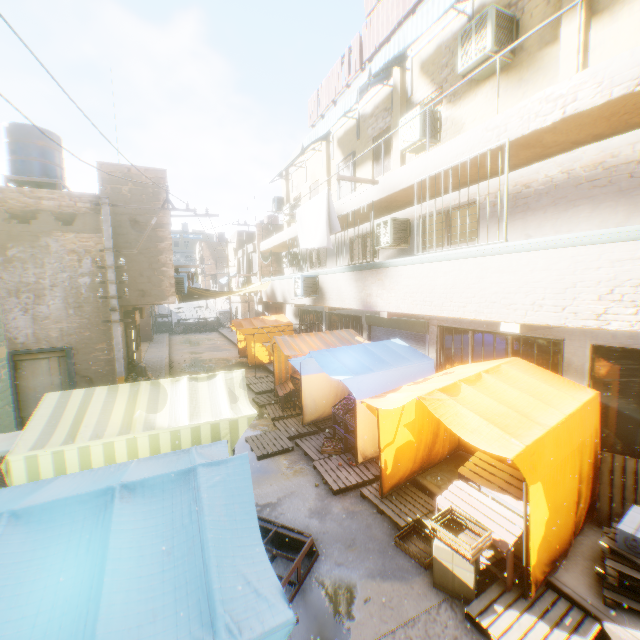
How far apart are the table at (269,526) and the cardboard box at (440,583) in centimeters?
168cm

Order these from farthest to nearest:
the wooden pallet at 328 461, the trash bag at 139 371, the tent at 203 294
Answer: the tent at 203 294, the trash bag at 139 371, the wooden pallet at 328 461

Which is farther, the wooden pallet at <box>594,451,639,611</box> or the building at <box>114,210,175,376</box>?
the building at <box>114,210,175,376</box>

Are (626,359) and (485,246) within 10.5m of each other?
yes

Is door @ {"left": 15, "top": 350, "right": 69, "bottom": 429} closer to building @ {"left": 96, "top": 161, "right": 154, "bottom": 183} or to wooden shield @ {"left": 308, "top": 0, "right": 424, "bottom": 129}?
building @ {"left": 96, "top": 161, "right": 154, "bottom": 183}

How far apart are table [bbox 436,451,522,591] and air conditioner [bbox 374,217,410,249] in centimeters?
573cm

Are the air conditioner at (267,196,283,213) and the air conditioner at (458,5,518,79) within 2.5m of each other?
no

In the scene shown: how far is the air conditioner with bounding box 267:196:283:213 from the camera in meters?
18.6
